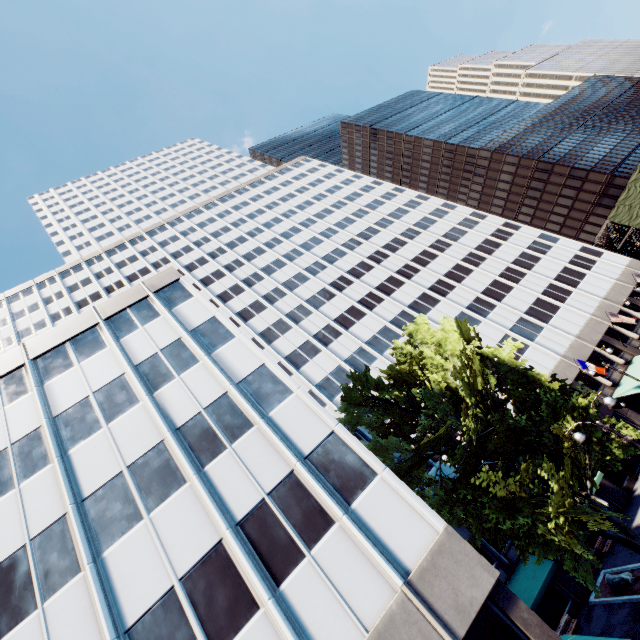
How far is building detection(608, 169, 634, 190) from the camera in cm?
5872

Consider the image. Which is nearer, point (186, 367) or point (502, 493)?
point (502, 493)

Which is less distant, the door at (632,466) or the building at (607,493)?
the building at (607,493)

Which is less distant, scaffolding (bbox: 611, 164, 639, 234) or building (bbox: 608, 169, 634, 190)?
scaffolding (bbox: 611, 164, 639, 234)

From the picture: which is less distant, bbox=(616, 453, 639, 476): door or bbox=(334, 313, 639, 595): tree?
bbox=(334, 313, 639, 595): tree

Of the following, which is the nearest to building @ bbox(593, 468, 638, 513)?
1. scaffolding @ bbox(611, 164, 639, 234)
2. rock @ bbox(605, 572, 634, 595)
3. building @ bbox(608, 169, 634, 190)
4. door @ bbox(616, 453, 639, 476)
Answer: door @ bbox(616, 453, 639, 476)

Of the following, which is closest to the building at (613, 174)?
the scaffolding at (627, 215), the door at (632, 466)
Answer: the scaffolding at (627, 215)

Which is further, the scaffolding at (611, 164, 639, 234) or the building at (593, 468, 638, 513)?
the scaffolding at (611, 164, 639, 234)
